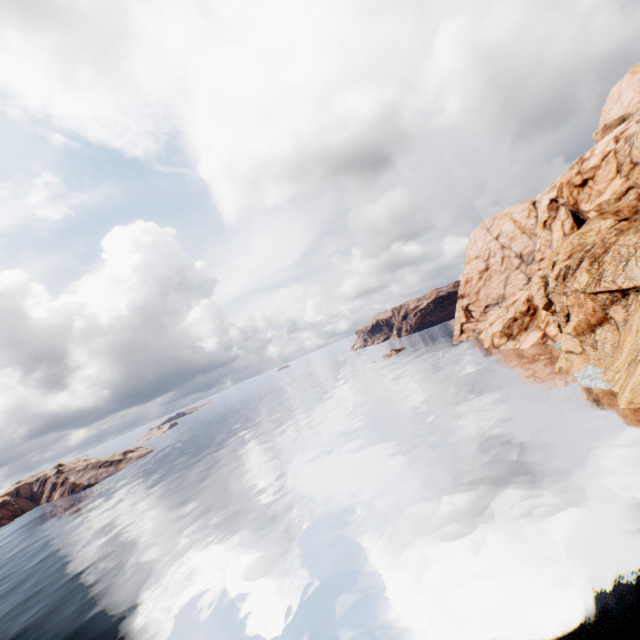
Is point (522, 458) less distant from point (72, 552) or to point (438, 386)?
point (438, 386)
